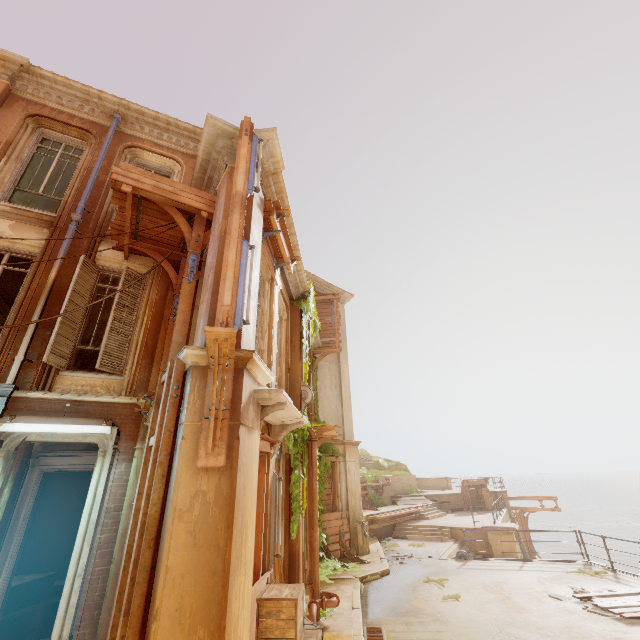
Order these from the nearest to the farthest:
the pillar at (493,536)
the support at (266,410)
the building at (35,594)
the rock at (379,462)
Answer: the support at (266,410)
the building at (35,594)
the pillar at (493,536)
the rock at (379,462)

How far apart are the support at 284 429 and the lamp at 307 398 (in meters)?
2.43

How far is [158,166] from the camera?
9.7 meters

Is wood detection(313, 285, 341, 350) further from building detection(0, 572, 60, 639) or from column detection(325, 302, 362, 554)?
building detection(0, 572, 60, 639)

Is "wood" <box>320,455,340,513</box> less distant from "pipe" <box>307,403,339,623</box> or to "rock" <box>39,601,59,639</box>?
"pipe" <box>307,403,339,623</box>

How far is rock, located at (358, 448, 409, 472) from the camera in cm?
3075

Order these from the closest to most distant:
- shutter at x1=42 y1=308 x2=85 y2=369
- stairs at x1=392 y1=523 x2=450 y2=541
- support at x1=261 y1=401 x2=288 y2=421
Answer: support at x1=261 y1=401 x2=288 y2=421 → shutter at x1=42 y1=308 x2=85 y2=369 → stairs at x1=392 y1=523 x2=450 y2=541

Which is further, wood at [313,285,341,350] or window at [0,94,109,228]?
wood at [313,285,341,350]
